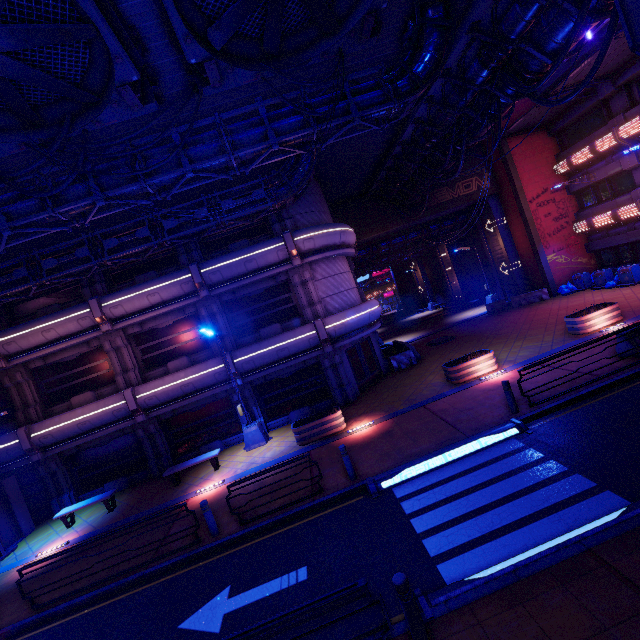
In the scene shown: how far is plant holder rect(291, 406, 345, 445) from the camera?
13.4m

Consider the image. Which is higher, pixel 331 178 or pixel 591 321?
pixel 331 178

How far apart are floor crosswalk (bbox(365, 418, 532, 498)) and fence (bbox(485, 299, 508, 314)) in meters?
18.7 m

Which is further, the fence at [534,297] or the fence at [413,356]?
the fence at [534,297]

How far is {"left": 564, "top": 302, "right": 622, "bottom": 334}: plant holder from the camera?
14.46m

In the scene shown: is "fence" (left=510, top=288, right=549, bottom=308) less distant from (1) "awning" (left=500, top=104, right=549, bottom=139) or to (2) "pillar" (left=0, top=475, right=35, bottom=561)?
Answer: (1) "awning" (left=500, top=104, right=549, bottom=139)

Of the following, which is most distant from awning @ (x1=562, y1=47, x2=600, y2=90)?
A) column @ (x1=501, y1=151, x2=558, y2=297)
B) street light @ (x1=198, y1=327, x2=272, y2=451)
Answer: street light @ (x1=198, y1=327, x2=272, y2=451)

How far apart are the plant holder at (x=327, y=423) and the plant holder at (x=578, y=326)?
11.4m
